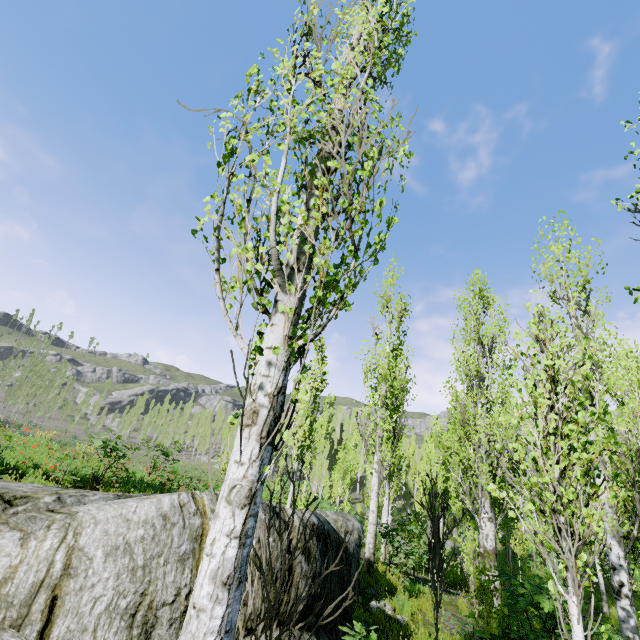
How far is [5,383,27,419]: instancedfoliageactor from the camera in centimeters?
5828cm

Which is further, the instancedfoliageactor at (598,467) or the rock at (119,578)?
the rock at (119,578)

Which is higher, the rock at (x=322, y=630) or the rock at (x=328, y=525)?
the rock at (x=328, y=525)

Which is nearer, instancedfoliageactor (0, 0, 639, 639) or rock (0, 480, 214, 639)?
instancedfoliageactor (0, 0, 639, 639)

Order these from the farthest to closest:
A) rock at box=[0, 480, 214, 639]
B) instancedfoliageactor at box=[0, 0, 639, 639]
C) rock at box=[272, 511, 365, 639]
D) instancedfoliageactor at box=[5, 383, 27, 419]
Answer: instancedfoliageactor at box=[5, 383, 27, 419] < rock at box=[272, 511, 365, 639] < rock at box=[0, 480, 214, 639] < instancedfoliageactor at box=[0, 0, 639, 639]

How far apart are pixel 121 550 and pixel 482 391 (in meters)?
14.34
